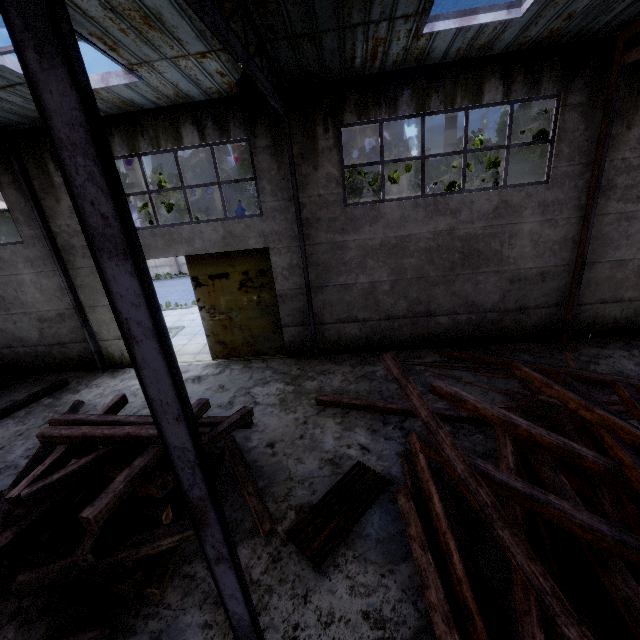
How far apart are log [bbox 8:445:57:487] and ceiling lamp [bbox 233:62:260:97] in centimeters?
872cm

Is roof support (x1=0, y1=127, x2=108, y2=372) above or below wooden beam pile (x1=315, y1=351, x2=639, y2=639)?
above

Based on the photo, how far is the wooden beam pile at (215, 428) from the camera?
5.5 meters

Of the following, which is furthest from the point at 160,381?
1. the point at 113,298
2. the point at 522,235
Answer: the point at 522,235

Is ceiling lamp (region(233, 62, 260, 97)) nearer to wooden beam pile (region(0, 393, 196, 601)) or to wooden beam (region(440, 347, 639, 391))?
wooden beam pile (region(0, 393, 196, 601))

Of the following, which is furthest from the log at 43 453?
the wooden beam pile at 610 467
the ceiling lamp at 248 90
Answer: the ceiling lamp at 248 90

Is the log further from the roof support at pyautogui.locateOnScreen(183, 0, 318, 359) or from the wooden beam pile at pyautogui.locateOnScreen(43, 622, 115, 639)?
the roof support at pyautogui.locateOnScreen(183, 0, 318, 359)

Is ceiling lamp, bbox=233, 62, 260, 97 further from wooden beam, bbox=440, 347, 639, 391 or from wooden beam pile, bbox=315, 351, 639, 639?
wooden beam, bbox=440, 347, 639, 391
